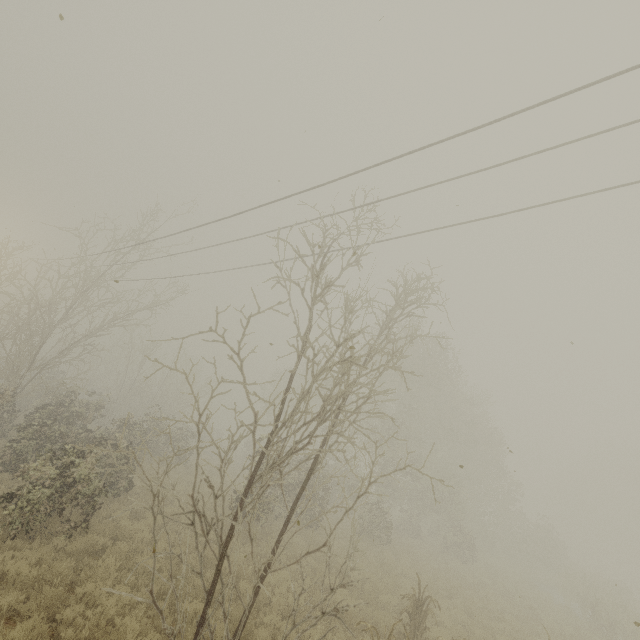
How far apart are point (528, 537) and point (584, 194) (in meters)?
34.06

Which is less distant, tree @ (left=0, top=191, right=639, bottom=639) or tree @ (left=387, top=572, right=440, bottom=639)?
tree @ (left=0, top=191, right=639, bottom=639)

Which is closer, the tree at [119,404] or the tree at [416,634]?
the tree at [119,404]
